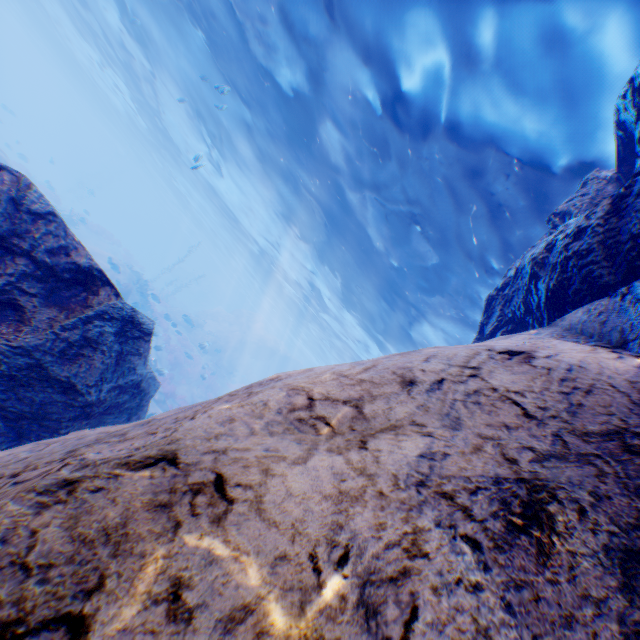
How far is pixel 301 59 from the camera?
9.24m

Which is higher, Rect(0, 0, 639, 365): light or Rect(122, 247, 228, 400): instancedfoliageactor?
Rect(0, 0, 639, 365): light

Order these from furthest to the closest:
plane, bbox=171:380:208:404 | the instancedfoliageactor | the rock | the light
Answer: plane, bbox=171:380:208:404, the instancedfoliageactor, the light, the rock

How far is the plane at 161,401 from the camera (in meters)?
18.62

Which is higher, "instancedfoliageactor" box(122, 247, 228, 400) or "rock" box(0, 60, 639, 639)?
"rock" box(0, 60, 639, 639)

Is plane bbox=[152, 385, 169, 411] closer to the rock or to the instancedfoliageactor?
the rock

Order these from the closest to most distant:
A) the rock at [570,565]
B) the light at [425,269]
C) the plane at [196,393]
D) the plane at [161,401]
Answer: the rock at [570,565], the light at [425,269], the plane at [161,401], the plane at [196,393]

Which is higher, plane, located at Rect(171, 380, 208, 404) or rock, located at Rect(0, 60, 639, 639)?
rock, located at Rect(0, 60, 639, 639)
